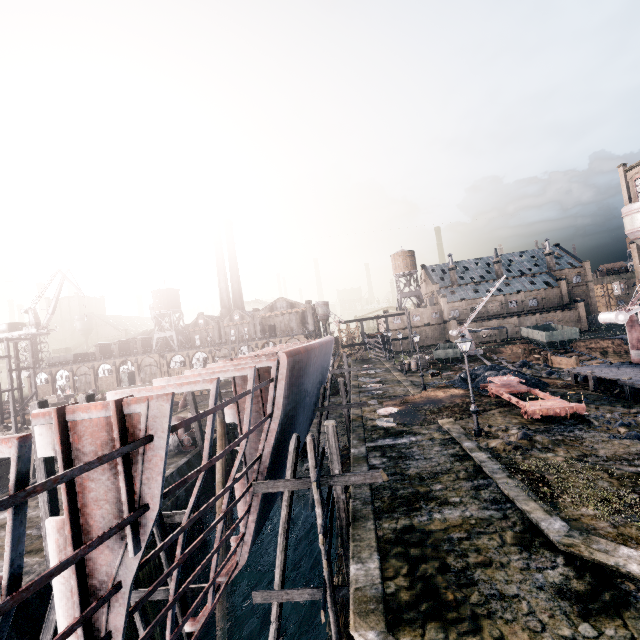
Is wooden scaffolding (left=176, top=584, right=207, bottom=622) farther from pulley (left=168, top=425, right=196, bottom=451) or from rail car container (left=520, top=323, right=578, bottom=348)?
rail car container (left=520, top=323, right=578, bottom=348)

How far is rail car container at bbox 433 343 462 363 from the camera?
44.66m

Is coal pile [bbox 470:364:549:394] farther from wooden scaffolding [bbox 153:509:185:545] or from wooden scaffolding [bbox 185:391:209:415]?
wooden scaffolding [bbox 153:509:185:545]

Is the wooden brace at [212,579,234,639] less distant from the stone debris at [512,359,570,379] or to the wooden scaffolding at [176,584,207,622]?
the wooden scaffolding at [176,584,207,622]

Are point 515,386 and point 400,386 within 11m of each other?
no

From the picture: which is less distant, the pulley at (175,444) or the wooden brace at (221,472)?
the wooden brace at (221,472)

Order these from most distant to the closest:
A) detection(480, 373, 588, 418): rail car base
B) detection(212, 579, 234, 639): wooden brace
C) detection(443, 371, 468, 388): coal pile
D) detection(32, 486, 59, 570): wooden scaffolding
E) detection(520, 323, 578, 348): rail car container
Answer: detection(520, 323, 578, 348): rail car container
detection(443, 371, 468, 388): coal pile
detection(480, 373, 588, 418): rail car base
detection(212, 579, 234, 639): wooden brace
detection(32, 486, 59, 570): wooden scaffolding

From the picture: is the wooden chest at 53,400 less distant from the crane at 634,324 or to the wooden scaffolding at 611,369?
the wooden scaffolding at 611,369
